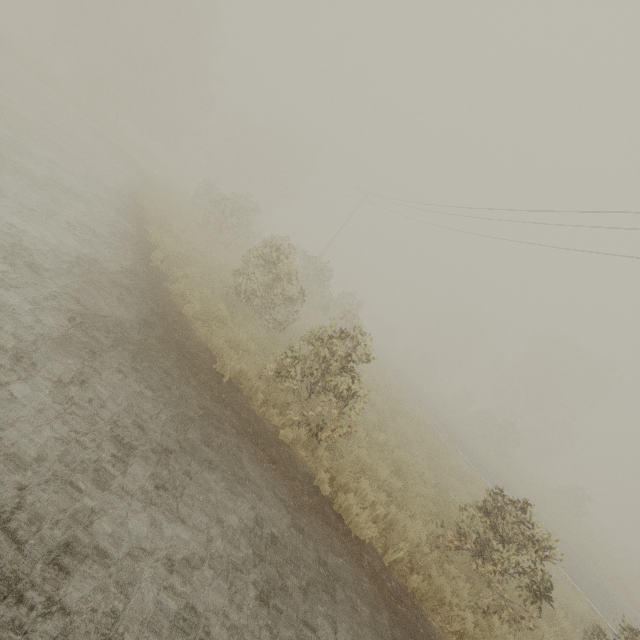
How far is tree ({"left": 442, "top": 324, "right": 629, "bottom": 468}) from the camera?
33.9m

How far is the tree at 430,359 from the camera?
44.33m

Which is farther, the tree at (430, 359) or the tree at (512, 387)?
the tree at (430, 359)

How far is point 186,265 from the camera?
10.29m

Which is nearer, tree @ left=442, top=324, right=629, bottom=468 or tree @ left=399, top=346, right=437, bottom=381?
tree @ left=442, top=324, right=629, bottom=468
